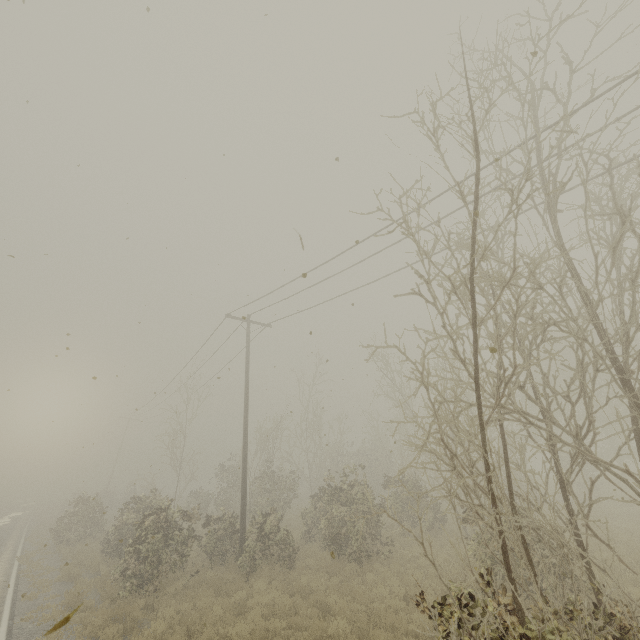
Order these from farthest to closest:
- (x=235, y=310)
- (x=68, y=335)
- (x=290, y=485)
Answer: (x=290, y=485) → (x=235, y=310) → (x=68, y=335)
